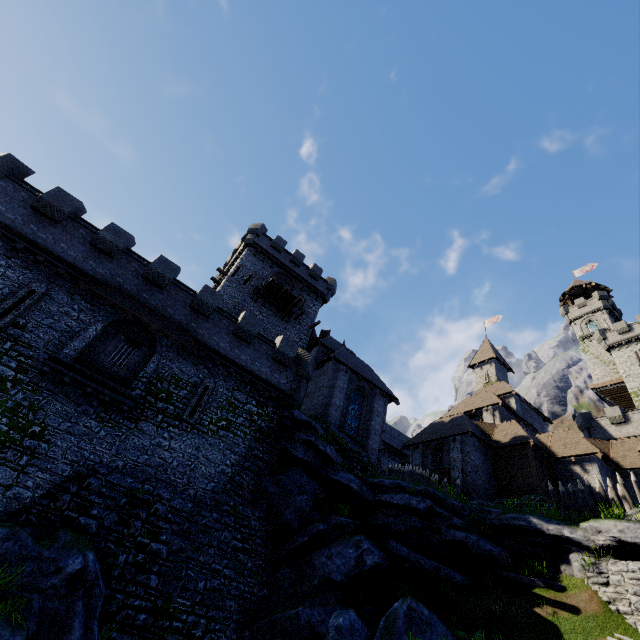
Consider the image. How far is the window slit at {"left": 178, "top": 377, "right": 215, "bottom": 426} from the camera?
16.7m

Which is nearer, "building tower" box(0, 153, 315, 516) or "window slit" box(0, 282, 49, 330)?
"building tower" box(0, 153, 315, 516)

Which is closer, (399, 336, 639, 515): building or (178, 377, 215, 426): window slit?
(178, 377, 215, 426): window slit

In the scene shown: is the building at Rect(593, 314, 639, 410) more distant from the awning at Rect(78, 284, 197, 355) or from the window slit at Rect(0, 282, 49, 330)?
the window slit at Rect(0, 282, 49, 330)

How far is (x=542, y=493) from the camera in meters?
22.4 m

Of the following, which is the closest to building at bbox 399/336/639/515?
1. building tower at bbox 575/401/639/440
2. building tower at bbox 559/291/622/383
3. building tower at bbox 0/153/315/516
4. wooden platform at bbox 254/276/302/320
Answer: building tower at bbox 575/401/639/440

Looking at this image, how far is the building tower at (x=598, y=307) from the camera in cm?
4681

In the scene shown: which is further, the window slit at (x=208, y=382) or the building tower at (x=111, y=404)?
the window slit at (x=208, y=382)
